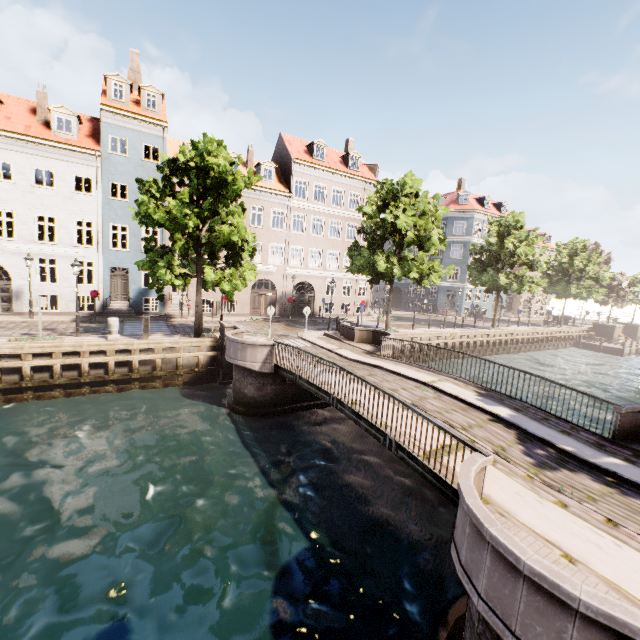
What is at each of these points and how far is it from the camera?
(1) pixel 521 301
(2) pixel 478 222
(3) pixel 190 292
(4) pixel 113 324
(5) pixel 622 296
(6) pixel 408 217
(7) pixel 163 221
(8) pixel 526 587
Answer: (1) building, 48.2 meters
(2) building, 42.2 meters
(3) building, 25.7 meters
(4) pillar, 15.7 meters
(5) tree, 39.6 meters
(6) tree, 20.0 meters
(7) tree, 13.9 meters
(8) bridge, 3.4 meters

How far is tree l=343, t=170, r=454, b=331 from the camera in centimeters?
2083cm

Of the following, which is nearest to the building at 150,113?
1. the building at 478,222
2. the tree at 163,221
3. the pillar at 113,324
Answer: the tree at 163,221

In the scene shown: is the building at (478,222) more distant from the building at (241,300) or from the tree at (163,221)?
the building at (241,300)

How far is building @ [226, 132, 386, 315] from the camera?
27.97m

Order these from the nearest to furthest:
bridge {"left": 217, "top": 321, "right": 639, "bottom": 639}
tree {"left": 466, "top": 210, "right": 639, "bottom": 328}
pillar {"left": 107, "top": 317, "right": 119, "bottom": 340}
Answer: bridge {"left": 217, "top": 321, "right": 639, "bottom": 639}
pillar {"left": 107, "top": 317, "right": 119, "bottom": 340}
tree {"left": 466, "top": 210, "right": 639, "bottom": 328}

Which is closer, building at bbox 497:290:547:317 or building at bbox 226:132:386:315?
building at bbox 226:132:386:315

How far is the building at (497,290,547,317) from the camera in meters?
47.9 m
